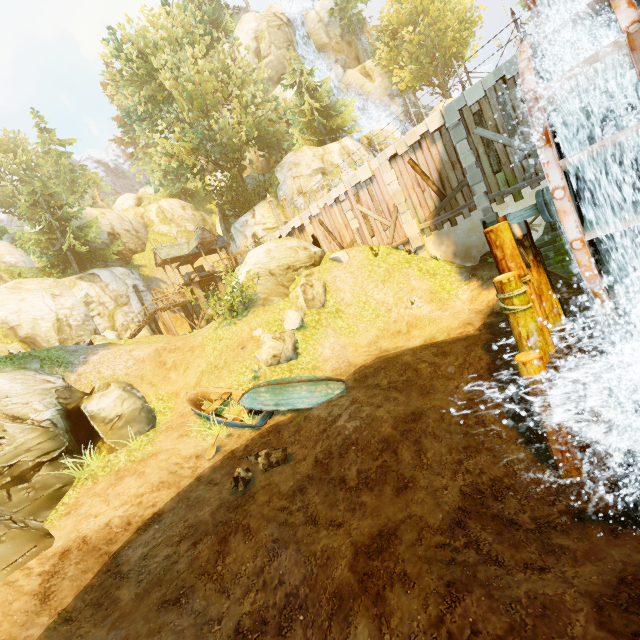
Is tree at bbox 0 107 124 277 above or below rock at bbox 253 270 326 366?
above

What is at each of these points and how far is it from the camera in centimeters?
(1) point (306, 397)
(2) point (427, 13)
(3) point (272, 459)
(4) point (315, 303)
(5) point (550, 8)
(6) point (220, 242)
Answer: (1) boat, 1090cm
(2) tree, 3588cm
(3) rock, 902cm
(4) rock, 1598cm
(5) drain, 602cm
(6) building, 3303cm

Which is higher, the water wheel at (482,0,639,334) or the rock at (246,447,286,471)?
the water wheel at (482,0,639,334)

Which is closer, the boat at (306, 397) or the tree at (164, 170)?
the boat at (306, 397)

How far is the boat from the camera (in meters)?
10.90

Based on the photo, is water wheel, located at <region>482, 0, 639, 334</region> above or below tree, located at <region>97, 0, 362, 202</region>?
below

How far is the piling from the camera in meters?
6.9

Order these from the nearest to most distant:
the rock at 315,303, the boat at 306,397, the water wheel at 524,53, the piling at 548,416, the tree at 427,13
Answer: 1. the water wheel at 524,53
2. the piling at 548,416
3. the boat at 306,397
4. the rock at 315,303
5. the tree at 427,13
